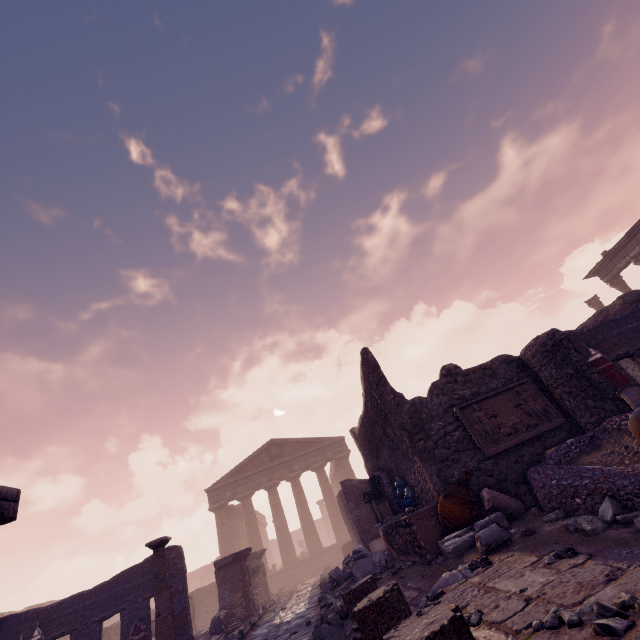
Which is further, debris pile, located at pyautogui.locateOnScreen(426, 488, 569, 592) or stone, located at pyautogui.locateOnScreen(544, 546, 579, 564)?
debris pile, located at pyautogui.locateOnScreen(426, 488, 569, 592)

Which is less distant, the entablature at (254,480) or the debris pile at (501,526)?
the debris pile at (501,526)

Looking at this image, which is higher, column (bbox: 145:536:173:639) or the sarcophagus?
column (bbox: 145:536:173:639)

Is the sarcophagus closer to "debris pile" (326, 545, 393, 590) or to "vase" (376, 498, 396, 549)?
"vase" (376, 498, 396, 549)

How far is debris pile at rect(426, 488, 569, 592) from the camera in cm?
407

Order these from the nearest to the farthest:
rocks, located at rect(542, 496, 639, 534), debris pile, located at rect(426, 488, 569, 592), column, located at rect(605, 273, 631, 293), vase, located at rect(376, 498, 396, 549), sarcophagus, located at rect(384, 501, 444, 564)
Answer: rocks, located at rect(542, 496, 639, 534)
debris pile, located at rect(426, 488, 569, 592)
sarcophagus, located at rect(384, 501, 444, 564)
vase, located at rect(376, 498, 396, 549)
column, located at rect(605, 273, 631, 293)

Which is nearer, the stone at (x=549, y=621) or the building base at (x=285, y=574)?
the stone at (x=549, y=621)

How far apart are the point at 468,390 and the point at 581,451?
2.1 meters
